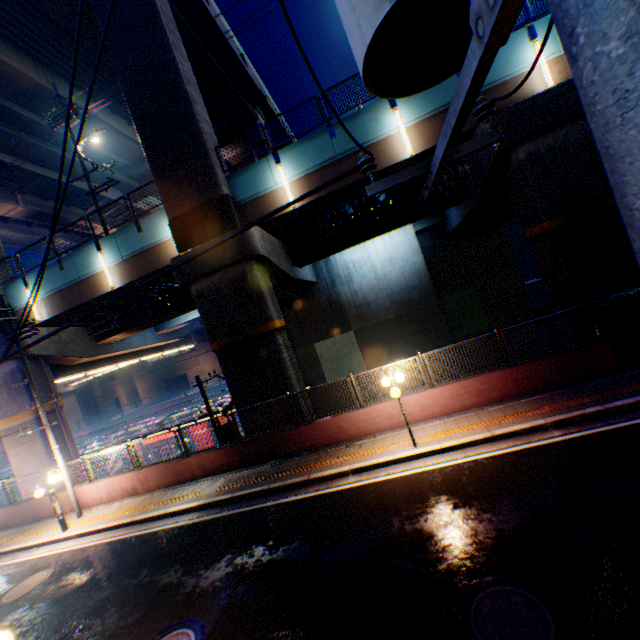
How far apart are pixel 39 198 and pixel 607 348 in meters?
43.4

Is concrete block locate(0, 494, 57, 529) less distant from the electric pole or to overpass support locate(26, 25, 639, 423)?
overpass support locate(26, 25, 639, 423)

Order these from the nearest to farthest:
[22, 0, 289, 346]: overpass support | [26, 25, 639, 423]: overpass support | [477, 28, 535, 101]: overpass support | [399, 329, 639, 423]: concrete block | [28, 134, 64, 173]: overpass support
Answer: [399, 329, 639, 423]: concrete block < [26, 25, 639, 423]: overpass support < [477, 28, 535, 101]: overpass support < [22, 0, 289, 346]: overpass support < [28, 134, 64, 173]: overpass support

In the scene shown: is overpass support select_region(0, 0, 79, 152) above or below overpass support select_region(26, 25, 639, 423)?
above

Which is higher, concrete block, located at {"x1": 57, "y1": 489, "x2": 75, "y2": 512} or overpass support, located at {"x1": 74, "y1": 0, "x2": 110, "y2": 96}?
overpass support, located at {"x1": 74, "y1": 0, "x2": 110, "y2": 96}

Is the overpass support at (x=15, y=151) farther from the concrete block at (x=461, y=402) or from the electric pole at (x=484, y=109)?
the electric pole at (x=484, y=109)

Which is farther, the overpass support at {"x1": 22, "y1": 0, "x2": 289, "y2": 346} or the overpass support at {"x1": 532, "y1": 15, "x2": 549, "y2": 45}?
the overpass support at {"x1": 22, "y1": 0, "x2": 289, "y2": 346}
